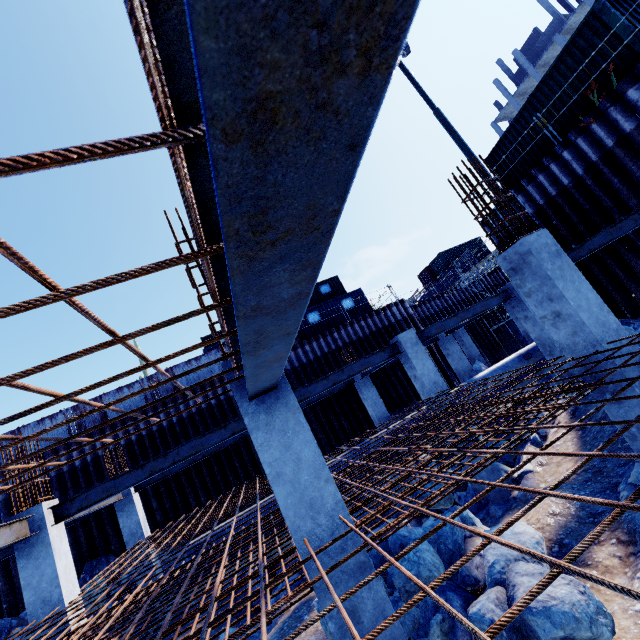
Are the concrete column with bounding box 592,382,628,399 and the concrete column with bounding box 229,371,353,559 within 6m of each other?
yes

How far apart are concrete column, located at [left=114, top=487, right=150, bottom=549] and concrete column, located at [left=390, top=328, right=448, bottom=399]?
10.3m

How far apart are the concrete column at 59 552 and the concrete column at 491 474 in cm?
932

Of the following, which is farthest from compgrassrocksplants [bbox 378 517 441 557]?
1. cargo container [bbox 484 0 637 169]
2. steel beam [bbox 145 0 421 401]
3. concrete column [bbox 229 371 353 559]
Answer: cargo container [bbox 484 0 637 169]

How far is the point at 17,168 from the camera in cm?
60

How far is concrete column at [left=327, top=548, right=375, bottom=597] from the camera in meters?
3.1 m

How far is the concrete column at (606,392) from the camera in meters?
4.7

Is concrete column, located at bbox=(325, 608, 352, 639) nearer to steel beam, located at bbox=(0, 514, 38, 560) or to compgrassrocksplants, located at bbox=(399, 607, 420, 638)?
compgrassrocksplants, located at bbox=(399, 607, 420, 638)
